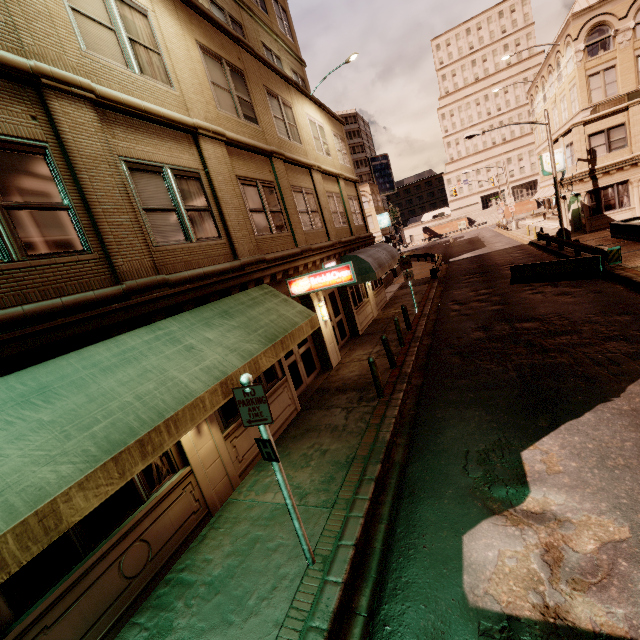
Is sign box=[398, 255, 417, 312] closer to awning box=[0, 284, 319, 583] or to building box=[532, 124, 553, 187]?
awning box=[0, 284, 319, 583]

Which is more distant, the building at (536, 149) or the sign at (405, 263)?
the building at (536, 149)

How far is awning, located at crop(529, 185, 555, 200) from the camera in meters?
40.4

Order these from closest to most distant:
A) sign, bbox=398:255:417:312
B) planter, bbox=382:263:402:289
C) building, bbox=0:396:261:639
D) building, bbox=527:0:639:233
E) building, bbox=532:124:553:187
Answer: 1. building, bbox=0:396:261:639
2. sign, bbox=398:255:417:312
3. building, bbox=527:0:639:233
4. planter, bbox=382:263:402:289
5. building, bbox=532:124:553:187

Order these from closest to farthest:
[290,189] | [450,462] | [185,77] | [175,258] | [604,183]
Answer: [450,462], [175,258], [185,77], [290,189], [604,183]

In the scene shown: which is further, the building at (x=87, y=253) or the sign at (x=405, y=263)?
the sign at (x=405, y=263)

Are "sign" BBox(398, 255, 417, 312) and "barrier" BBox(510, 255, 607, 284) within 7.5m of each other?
yes

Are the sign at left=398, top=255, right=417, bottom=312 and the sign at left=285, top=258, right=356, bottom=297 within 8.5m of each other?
yes
